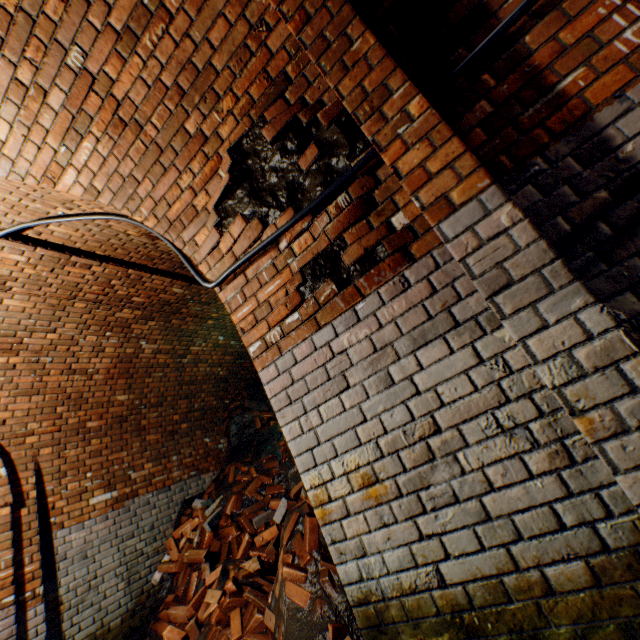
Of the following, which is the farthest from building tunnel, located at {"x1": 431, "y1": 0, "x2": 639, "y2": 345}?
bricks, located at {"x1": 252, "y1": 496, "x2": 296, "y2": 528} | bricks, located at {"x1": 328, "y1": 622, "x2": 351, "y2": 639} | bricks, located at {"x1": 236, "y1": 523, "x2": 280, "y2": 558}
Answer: bricks, located at {"x1": 252, "y1": 496, "x2": 296, "y2": 528}

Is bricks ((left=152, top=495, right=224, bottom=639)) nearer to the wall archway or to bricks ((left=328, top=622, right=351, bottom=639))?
bricks ((left=328, top=622, right=351, bottom=639))

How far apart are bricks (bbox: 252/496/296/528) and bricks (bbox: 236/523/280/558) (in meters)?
0.20

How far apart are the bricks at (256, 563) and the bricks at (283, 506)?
0.6 meters

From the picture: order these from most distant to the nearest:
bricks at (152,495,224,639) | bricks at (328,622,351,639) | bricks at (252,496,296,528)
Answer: bricks at (252,496,296,528), bricks at (152,495,224,639), bricks at (328,622,351,639)

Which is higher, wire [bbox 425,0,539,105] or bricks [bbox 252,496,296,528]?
wire [bbox 425,0,539,105]

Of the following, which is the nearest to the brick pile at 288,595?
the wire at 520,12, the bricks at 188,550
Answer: the bricks at 188,550

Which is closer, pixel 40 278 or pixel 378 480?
pixel 378 480
